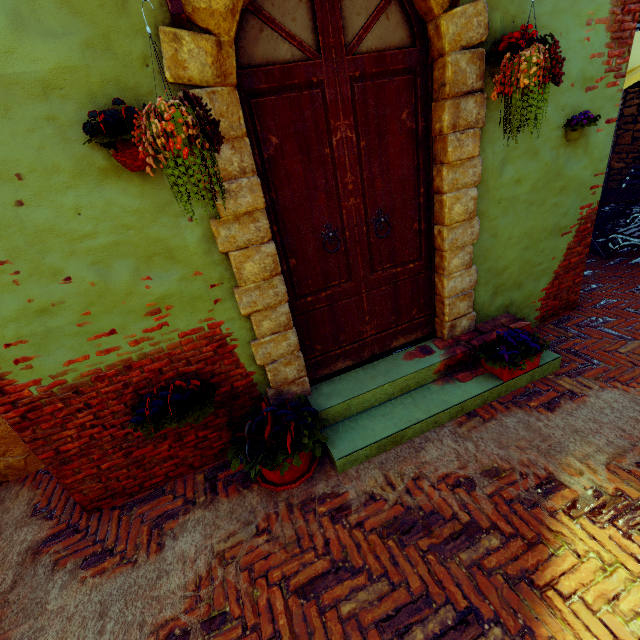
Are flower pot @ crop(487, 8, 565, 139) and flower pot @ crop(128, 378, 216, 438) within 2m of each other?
no

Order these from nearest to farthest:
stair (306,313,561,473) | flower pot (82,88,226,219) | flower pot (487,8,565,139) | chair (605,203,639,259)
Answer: flower pot (82,88,226,219), flower pot (487,8,565,139), stair (306,313,561,473), chair (605,203,639,259)

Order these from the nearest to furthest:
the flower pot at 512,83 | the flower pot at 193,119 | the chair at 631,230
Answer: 1. the flower pot at 193,119
2. the flower pot at 512,83
3. the chair at 631,230

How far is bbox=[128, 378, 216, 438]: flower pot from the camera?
2.20m

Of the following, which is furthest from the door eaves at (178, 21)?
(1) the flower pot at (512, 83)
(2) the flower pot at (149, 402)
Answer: (2) the flower pot at (149, 402)

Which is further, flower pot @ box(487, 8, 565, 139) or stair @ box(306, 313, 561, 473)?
stair @ box(306, 313, 561, 473)

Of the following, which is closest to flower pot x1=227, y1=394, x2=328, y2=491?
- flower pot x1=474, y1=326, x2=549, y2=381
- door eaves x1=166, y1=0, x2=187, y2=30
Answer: flower pot x1=474, y1=326, x2=549, y2=381

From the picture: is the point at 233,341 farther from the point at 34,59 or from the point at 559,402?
the point at 559,402
